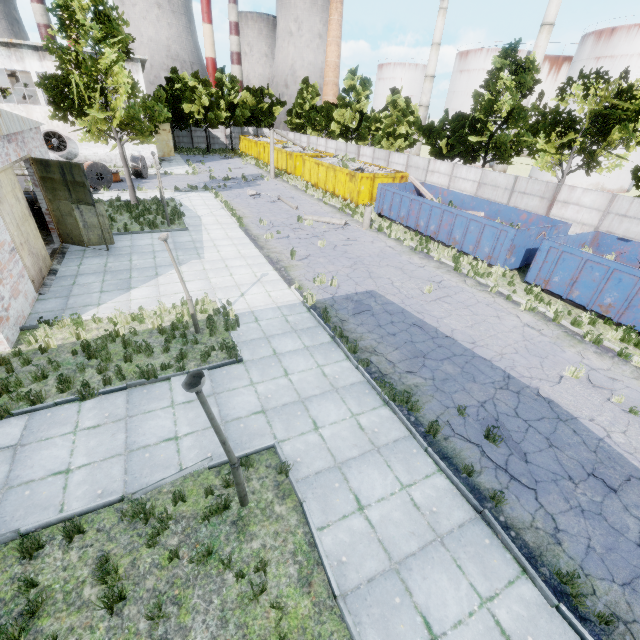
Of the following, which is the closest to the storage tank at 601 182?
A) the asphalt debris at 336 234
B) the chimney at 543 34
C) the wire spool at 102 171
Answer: the chimney at 543 34

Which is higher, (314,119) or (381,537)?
(314,119)

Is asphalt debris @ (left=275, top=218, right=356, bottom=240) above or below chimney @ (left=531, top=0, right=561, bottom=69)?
below

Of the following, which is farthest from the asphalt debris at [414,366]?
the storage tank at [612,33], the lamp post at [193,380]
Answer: the storage tank at [612,33]

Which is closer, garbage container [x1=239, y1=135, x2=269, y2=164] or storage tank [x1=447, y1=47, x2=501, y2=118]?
garbage container [x1=239, y1=135, x2=269, y2=164]

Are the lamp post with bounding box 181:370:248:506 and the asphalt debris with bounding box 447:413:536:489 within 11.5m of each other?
yes

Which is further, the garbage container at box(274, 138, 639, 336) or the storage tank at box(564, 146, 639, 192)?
the storage tank at box(564, 146, 639, 192)

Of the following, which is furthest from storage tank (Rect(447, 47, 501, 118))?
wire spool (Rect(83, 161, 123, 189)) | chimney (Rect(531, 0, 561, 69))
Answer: wire spool (Rect(83, 161, 123, 189))
